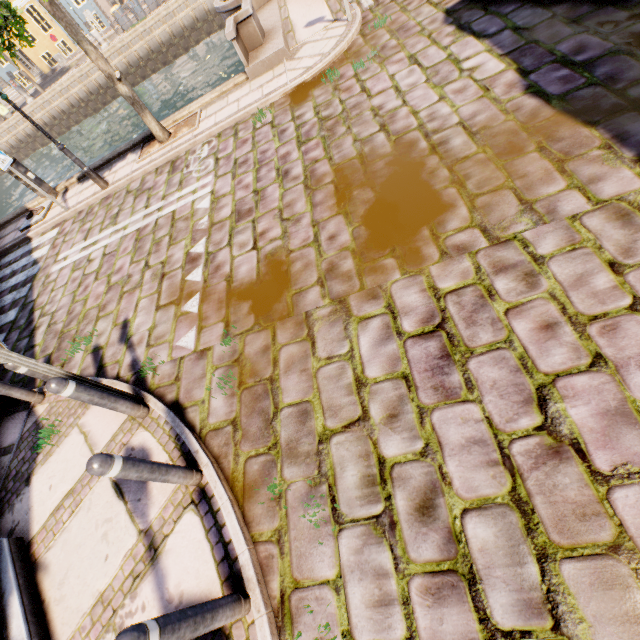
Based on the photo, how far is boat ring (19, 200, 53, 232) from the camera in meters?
9.4 m

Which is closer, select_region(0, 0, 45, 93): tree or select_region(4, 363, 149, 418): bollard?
select_region(4, 363, 149, 418): bollard

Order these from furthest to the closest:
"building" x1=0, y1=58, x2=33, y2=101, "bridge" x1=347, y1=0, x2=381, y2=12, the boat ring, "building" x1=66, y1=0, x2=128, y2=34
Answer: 1. "building" x1=0, y1=58, x2=33, y2=101
2. "building" x1=66, y1=0, x2=128, y2=34
3. the boat ring
4. "bridge" x1=347, y1=0, x2=381, y2=12

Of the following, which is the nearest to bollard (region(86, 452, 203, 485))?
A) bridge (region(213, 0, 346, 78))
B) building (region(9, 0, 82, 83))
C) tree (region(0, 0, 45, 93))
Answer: tree (region(0, 0, 45, 93))

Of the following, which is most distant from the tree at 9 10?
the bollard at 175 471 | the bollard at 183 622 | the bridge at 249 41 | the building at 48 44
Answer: the bollard at 183 622

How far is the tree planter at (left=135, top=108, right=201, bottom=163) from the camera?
8.1m

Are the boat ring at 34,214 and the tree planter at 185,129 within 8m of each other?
yes

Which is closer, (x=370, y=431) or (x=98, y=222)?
(x=370, y=431)
